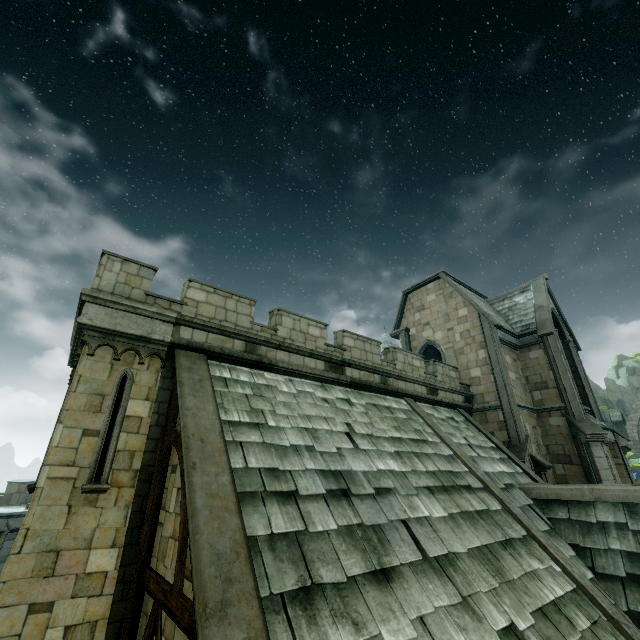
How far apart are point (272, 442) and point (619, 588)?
9.92m

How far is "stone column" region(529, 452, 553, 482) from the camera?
13.7 meters

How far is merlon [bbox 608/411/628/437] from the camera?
37.8 meters

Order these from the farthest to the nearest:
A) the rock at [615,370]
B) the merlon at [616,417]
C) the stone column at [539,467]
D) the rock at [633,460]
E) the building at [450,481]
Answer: the rock at [615,370], the merlon at [616,417], the rock at [633,460], the stone column at [539,467], the building at [450,481]

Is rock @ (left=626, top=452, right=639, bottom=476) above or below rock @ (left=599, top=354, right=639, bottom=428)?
below

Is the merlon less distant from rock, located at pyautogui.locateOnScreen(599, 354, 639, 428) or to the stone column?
rock, located at pyautogui.locateOnScreen(599, 354, 639, 428)

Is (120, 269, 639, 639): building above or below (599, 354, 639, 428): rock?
below

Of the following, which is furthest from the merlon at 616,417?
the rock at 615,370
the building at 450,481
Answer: the rock at 615,370
